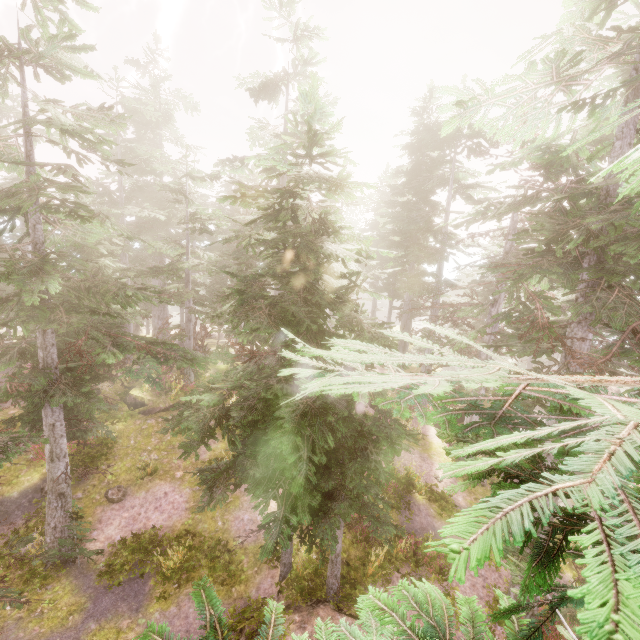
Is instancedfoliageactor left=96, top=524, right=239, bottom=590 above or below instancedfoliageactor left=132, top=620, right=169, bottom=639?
below

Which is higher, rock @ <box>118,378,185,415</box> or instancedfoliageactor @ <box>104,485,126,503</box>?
rock @ <box>118,378,185,415</box>

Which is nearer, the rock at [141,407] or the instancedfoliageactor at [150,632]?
the instancedfoliageactor at [150,632]

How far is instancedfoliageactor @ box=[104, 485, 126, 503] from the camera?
14.2m

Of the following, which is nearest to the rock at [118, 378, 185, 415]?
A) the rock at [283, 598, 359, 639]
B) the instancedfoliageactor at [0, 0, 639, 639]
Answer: the instancedfoliageactor at [0, 0, 639, 639]

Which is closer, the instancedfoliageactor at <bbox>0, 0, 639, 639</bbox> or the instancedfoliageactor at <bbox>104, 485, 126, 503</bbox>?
the instancedfoliageactor at <bbox>0, 0, 639, 639</bbox>

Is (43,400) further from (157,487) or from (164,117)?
(164,117)

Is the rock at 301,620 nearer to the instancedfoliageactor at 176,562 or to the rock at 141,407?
the instancedfoliageactor at 176,562
